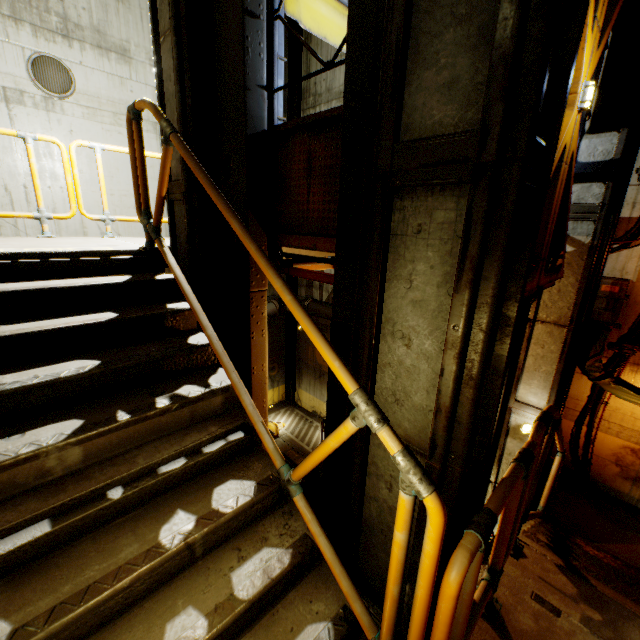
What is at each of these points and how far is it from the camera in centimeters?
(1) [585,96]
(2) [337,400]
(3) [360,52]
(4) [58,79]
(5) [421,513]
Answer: (1) pipe, 264cm
(2) beam, 276cm
(3) beam, 204cm
(4) cable, 702cm
(5) beam, 186cm

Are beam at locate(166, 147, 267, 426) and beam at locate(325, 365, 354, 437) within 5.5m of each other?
yes

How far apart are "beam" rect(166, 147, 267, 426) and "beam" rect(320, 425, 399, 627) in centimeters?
120cm

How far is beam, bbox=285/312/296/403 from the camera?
13.13m

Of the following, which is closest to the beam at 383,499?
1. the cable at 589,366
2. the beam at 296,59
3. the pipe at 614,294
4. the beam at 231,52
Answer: the pipe at 614,294

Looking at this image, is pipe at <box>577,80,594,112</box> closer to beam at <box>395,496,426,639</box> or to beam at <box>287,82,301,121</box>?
beam at <box>395,496,426,639</box>

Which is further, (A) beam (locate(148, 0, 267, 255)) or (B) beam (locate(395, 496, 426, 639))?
(A) beam (locate(148, 0, 267, 255))

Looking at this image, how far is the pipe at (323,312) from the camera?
10.62m
